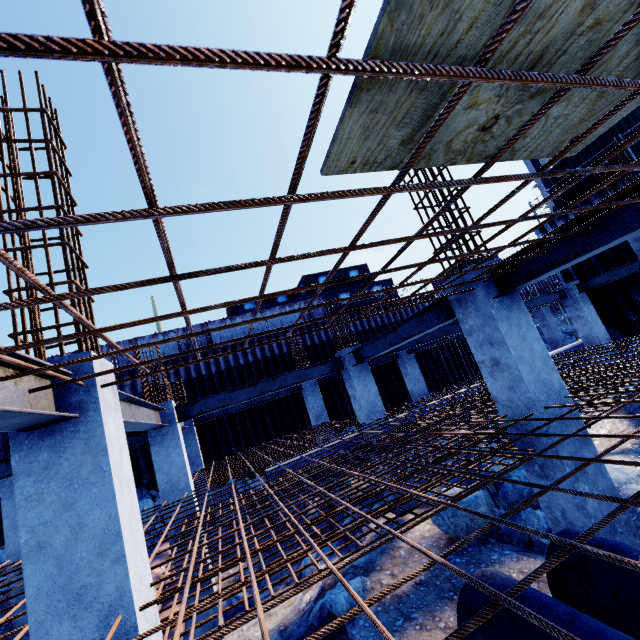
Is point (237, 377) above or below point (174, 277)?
above

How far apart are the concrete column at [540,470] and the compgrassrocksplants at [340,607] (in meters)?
3.07

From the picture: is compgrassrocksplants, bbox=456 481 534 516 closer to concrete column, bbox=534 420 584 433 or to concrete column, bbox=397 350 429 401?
concrete column, bbox=534 420 584 433

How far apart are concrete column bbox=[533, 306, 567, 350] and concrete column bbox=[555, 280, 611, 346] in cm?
618

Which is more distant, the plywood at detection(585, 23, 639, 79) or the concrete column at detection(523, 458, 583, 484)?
the concrete column at detection(523, 458, 583, 484)

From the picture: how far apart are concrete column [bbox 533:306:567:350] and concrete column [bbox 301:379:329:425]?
14.3 meters

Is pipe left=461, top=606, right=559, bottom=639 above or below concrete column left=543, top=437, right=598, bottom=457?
below

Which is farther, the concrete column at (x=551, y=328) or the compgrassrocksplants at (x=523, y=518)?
the concrete column at (x=551, y=328)
